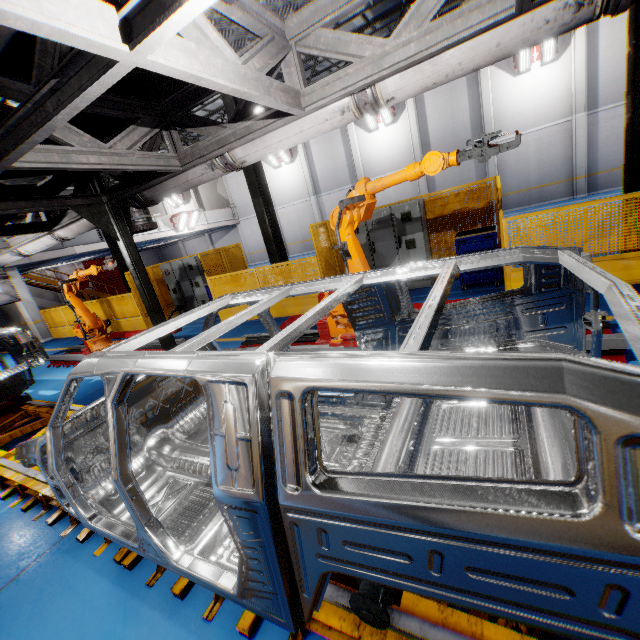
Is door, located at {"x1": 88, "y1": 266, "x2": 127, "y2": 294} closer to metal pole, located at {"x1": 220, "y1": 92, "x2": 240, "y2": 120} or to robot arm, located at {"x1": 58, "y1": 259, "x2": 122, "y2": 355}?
robot arm, located at {"x1": 58, "y1": 259, "x2": 122, "y2": 355}

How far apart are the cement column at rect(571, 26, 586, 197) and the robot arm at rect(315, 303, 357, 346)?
18.95m

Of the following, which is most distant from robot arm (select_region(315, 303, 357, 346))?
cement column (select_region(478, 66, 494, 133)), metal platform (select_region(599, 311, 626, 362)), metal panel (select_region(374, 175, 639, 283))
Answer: cement column (select_region(478, 66, 494, 133))

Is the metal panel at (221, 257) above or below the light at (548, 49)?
below

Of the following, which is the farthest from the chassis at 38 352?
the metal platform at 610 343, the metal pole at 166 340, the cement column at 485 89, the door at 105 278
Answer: the cement column at 485 89

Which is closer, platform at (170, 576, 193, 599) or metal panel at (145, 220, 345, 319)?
platform at (170, 576, 193, 599)

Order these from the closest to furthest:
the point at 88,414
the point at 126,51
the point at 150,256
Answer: the point at 126,51
the point at 88,414
the point at 150,256

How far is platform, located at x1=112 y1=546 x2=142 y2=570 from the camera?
2.63m
